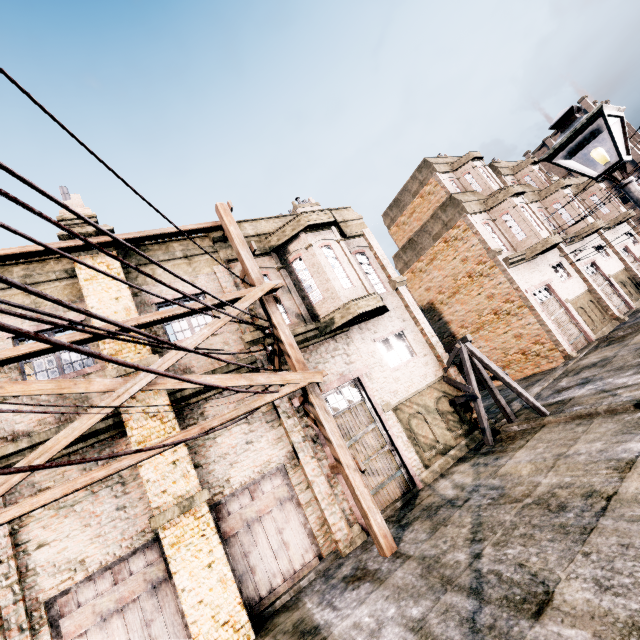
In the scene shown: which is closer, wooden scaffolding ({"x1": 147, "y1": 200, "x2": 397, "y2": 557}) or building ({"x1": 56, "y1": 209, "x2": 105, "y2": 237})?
wooden scaffolding ({"x1": 147, "y1": 200, "x2": 397, "y2": 557})

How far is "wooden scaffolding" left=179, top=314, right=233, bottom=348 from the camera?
8.3m

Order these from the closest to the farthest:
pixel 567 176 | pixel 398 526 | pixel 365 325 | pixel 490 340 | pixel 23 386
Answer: pixel 23 386 → pixel 398 526 → pixel 365 325 → pixel 490 340 → pixel 567 176

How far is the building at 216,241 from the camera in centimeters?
1246cm

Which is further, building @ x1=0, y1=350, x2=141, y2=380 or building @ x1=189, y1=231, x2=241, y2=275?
building @ x1=189, y1=231, x2=241, y2=275

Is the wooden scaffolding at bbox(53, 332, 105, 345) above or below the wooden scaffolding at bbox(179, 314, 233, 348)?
above

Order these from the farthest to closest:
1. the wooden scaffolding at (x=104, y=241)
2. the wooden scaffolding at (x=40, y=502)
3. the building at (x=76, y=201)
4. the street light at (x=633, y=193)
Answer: the building at (x=76, y=201) → the wooden scaffolding at (x=104, y=241) → the wooden scaffolding at (x=40, y=502) → the street light at (x=633, y=193)
